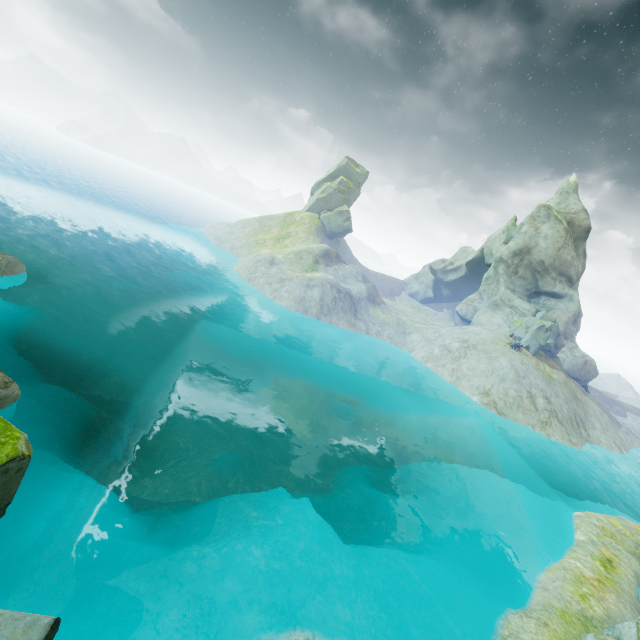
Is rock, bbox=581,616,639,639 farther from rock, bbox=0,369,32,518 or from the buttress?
rock, bbox=0,369,32,518

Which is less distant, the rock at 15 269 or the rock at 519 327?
the rock at 15 269

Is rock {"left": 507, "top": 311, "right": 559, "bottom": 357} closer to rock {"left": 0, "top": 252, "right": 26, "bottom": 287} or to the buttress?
the buttress

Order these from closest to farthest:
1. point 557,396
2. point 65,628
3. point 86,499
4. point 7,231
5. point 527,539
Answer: point 65,628, point 86,499, point 527,539, point 557,396, point 7,231

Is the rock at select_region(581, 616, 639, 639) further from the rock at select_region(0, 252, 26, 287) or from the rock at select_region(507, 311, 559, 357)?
the rock at select_region(0, 252, 26, 287)

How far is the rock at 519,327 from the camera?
41.3m

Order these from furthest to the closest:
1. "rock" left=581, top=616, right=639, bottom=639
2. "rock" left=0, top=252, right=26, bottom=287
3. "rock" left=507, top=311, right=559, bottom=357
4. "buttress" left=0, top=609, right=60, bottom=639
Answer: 1. "rock" left=507, top=311, right=559, bottom=357
2. "rock" left=0, top=252, right=26, bottom=287
3. "rock" left=581, top=616, right=639, bottom=639
4. "buttress" left=0, top=609, right=60, bottom=639

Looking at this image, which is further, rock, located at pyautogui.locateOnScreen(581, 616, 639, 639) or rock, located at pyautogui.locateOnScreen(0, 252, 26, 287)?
rock, located at pyautogui.locateOnScreen(0, 252, 26, 287)
